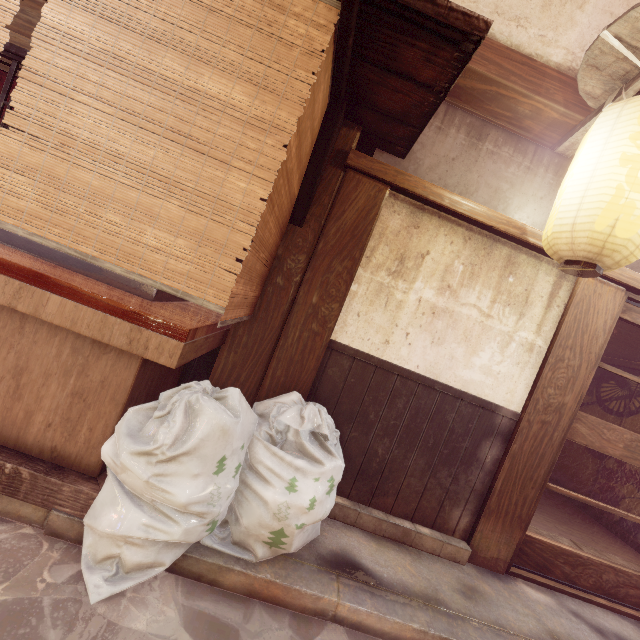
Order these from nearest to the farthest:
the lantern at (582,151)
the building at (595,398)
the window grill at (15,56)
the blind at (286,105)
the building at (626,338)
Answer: the blind at (286,105), the lantern at (582,151), the window grill at (15,56), the building at (626,338), the building at (595,398)

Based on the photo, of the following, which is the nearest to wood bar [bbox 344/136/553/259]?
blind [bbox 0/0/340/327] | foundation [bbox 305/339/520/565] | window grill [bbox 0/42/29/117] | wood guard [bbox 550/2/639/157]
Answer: blind [bbox 0/0/340/327]

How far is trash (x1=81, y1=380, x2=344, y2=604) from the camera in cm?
298

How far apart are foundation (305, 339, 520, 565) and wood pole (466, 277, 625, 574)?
0.0m

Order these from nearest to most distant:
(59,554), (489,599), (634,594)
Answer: (59,554) → (489,599) → (634,594)

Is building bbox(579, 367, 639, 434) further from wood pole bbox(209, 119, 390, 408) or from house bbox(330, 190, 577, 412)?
wood pole bbox(209, 119, 390, 408)

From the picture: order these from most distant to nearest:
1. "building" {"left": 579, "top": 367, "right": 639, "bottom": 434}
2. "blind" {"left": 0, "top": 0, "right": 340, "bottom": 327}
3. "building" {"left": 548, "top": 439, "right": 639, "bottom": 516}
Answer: "building" {"left": 579, "top": 367, "right": 639, "bottom": 434} → "building" {"left": 548, "top": 439, "right": 639, "bottom": 516} → "blind" {"left": 0, "top": 0, "right": 340, "bottom": 327}

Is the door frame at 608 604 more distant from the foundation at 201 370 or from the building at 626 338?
the foundation at 201 370
